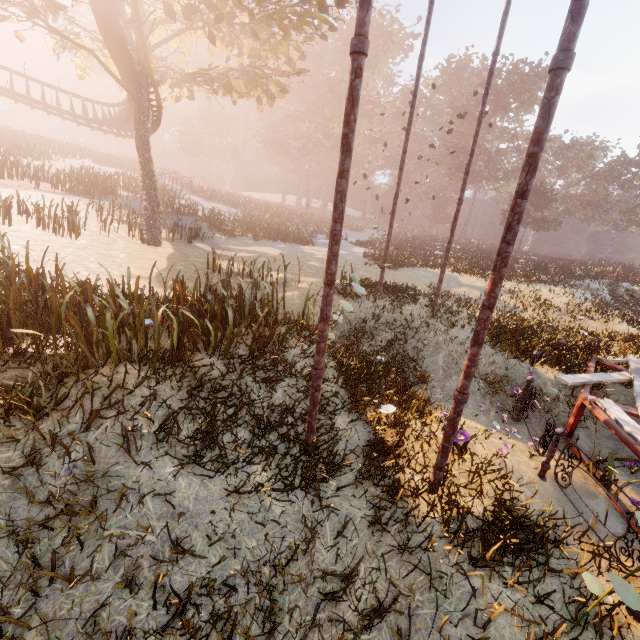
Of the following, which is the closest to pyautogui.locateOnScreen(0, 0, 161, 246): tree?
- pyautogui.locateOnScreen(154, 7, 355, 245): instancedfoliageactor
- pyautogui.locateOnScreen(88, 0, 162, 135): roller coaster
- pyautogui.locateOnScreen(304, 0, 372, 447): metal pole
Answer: pyautogui.locateOnScreen(88, 0, 162, 135): roller coaster

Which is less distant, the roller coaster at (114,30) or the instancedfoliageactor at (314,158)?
the roller coaster at (114,30)

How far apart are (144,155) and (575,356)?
18.1 meters

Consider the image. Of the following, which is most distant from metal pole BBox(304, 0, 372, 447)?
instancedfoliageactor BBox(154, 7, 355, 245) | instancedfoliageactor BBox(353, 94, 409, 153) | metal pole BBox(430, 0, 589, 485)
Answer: instancedfoliageactor BBox(353, 94, 409, 153)

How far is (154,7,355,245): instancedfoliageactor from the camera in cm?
2547

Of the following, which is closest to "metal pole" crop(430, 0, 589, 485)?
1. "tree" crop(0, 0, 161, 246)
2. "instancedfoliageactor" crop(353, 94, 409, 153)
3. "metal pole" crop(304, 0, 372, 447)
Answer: "metal pole" crop(304, 0, 372, 447)

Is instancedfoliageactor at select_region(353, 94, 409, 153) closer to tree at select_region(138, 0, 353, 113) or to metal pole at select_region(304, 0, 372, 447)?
tree at select_region(138, 0, 353, 113)

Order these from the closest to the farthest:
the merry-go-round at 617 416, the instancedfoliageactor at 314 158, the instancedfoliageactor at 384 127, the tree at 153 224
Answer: the merry-go-round at 617 416
the tree at 153 224
the instancedfoliageactor at 314 158
the instancedfoliageactor at 384 127
